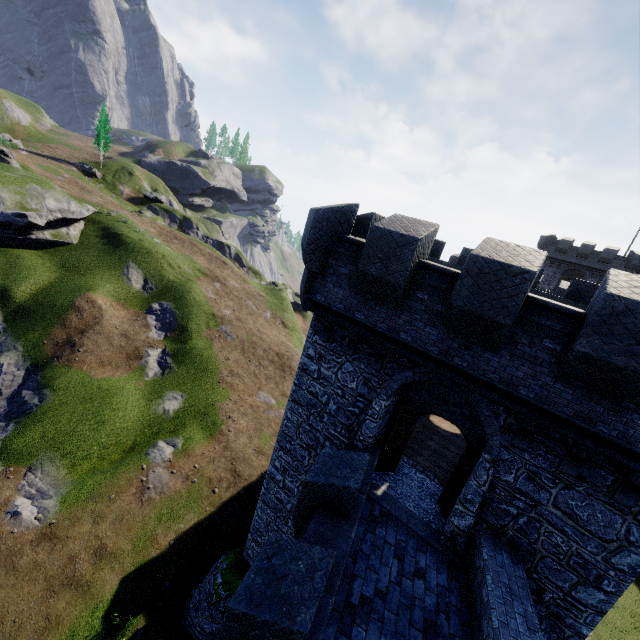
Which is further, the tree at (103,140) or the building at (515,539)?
the tree at (103,140)

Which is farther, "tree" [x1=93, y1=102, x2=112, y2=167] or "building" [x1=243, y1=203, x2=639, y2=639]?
"tree" [x1=93, y1=102, x2=112, y2=167]

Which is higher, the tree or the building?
the tree

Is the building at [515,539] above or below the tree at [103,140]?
below

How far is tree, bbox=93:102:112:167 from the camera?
55.7m

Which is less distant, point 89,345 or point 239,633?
point 239,633
